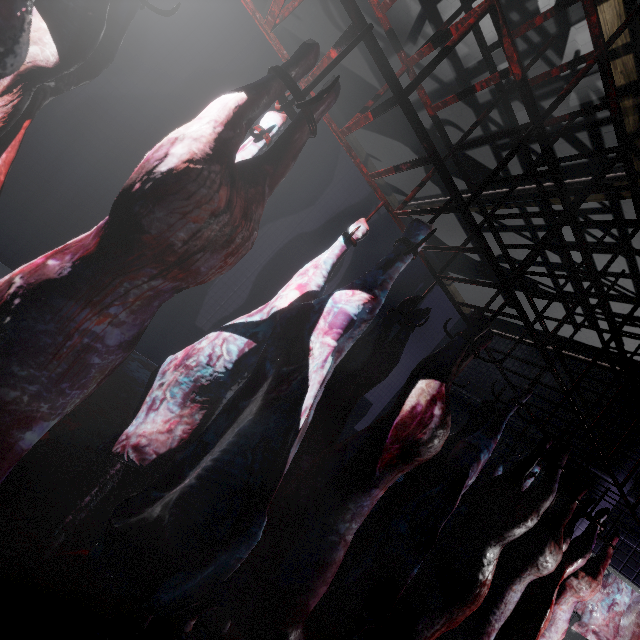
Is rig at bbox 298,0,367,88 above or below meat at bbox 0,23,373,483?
above

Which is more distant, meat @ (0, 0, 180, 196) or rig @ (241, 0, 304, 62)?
rig @ (241, 0, 304, 62)

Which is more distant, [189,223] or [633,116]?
[633,116]

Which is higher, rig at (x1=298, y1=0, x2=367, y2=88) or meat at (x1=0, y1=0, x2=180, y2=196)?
rig at (x1=298, y1=0, x2=367, y2=88)

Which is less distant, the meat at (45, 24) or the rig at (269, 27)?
the meat at (45, 24)
